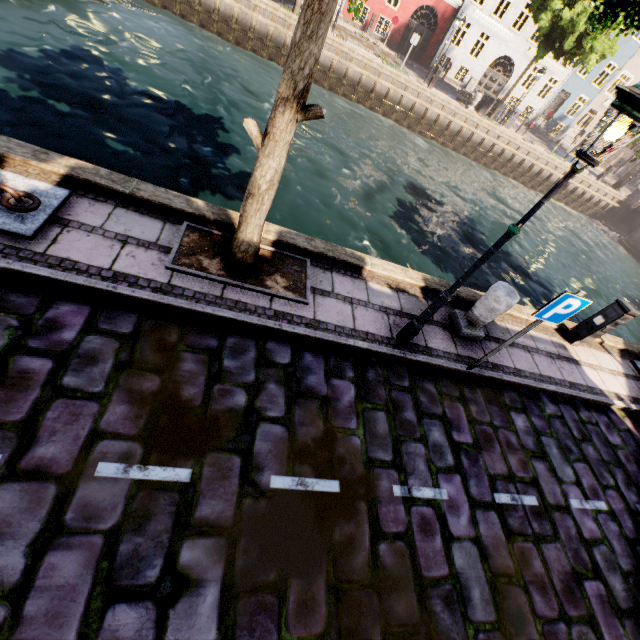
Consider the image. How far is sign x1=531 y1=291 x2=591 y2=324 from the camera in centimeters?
396cm

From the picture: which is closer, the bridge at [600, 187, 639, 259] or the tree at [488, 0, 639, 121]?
the tree at [488, 0, 639, 121]

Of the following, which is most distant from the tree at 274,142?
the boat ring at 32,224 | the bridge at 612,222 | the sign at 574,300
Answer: the sign at 574,300

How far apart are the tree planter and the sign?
3.07m

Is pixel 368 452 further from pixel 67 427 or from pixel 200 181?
pixel 200 181

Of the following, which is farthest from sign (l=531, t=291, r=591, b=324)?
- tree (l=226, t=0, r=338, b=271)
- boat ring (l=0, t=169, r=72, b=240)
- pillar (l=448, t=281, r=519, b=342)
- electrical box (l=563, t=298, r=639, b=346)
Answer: boat ring (l=0, t=169, r=72, b=240)

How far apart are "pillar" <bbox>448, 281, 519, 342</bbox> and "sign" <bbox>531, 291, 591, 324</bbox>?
0.9m

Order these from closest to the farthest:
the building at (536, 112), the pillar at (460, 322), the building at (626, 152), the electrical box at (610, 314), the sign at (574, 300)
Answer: the sign at (574, 300) < the pillar at (460, 322) < the electrical box at (610, 314) < the building at (536, 112) < the building at (626, 152)
